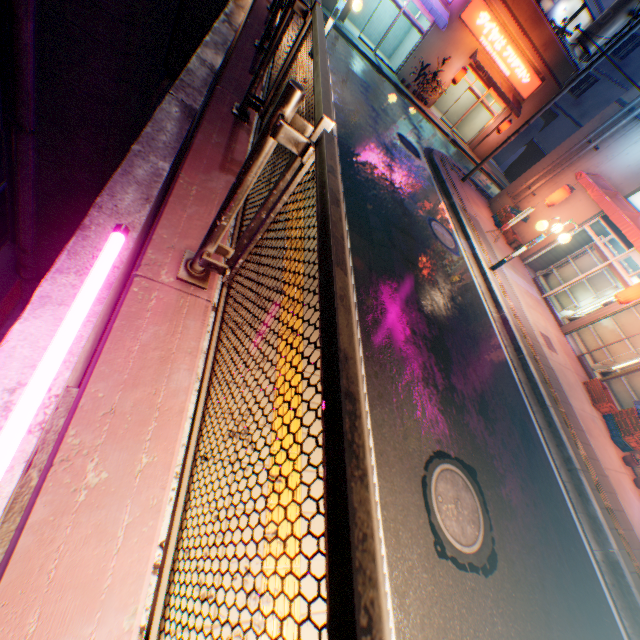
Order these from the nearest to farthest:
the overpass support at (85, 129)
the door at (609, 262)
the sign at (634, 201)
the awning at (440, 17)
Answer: the overpass support at (85, 129) → the door at (609, 262) → the sign at (634, 201) → the awning at (440, 17)

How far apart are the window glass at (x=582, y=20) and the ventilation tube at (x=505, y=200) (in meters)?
12.01

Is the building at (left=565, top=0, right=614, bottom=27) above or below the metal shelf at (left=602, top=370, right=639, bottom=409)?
above

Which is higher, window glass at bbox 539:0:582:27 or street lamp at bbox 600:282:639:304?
window glass at bbox 539:0:582:27

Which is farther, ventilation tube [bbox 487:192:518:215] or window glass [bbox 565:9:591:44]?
window glass [bbox 565:9:591:44]

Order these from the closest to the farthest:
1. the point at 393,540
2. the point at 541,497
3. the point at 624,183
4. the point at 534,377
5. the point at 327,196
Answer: the point at 327,196
the point at 393,540
the point at 541,497
the point at 534,377
the point at 624,183

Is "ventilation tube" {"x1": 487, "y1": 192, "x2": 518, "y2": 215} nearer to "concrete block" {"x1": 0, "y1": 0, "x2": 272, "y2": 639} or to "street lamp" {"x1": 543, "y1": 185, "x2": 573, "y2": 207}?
"street lamp" {"x1": 543, "y1": 185, "x2": 573, "y2": 207}

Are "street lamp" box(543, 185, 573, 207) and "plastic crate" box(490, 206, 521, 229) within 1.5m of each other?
yes
